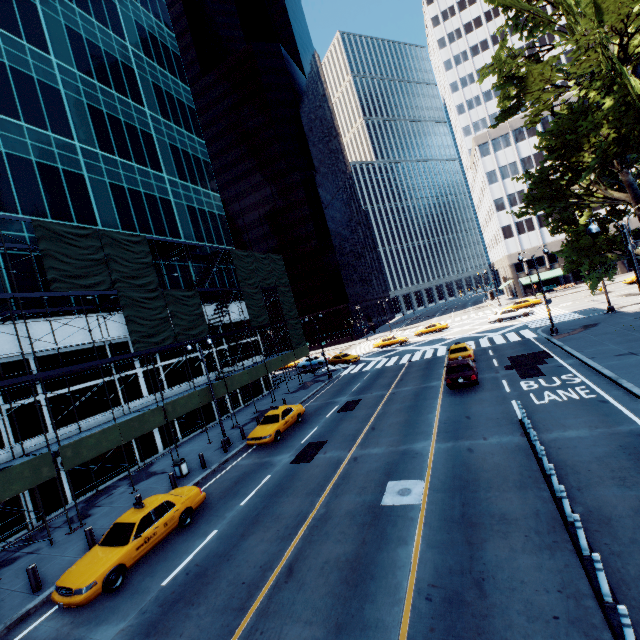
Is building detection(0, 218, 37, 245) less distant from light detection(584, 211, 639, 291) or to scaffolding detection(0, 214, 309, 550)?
scaffolding detection(0, 214, 309, 550)

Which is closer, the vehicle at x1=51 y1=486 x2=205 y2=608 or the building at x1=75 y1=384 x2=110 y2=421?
the vehicle at x1=51 y1=486 x2=205 y2=608

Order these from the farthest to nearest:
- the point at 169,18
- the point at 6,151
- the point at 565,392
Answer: the point at 169,18
the point at 6,151
the point at 565,392

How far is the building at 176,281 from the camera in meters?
28.6

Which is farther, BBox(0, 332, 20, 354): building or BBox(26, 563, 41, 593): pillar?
BBox(0, 332, 20, 354): building

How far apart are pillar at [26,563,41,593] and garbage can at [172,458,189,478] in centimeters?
691cm

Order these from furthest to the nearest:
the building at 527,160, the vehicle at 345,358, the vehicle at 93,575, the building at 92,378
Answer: the building at 527,160, the vehicle at 345,358, the building at 92,378, the vehicle at 93,575

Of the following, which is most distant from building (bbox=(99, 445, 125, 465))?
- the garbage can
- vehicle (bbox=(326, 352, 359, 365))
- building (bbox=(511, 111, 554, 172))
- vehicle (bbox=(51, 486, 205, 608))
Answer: building (bbox=(511, 111, 554, 172))
